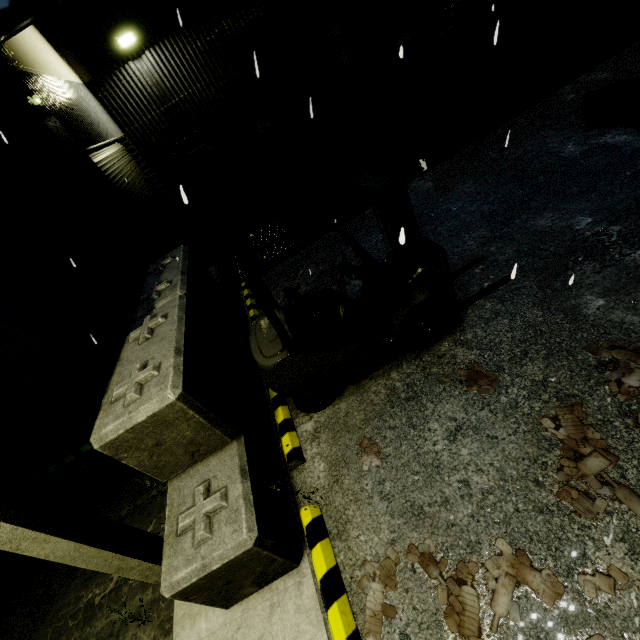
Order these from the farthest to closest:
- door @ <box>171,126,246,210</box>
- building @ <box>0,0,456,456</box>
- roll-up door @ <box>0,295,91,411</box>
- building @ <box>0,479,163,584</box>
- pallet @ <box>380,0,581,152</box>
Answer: door @ <box>171,126,246,210</box> < pallet @ <box>380,0,581,152</box> < roll-up door @ <box>0,295,91,411</box> < building @ <box>0,0,456,456</box> < building @ <box>0,479,163,584</box>

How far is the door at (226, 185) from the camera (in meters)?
11.34

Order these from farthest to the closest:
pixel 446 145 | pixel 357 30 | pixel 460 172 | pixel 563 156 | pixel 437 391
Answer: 1. pixel 357 30
2. pixel 446 145
3. pixel 460 172
4. pixel 563 156
5. pixel 437 391

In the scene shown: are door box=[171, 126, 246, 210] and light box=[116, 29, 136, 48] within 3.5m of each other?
yes

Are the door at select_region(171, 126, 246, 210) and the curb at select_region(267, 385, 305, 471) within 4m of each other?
no

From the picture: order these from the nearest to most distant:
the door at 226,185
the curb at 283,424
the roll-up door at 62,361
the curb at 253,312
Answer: the curb at 283,424 → the curb at 253,312 → the roll-up door at 62,361 → the door at 226,185

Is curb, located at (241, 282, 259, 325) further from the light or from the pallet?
the light

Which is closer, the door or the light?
the light
